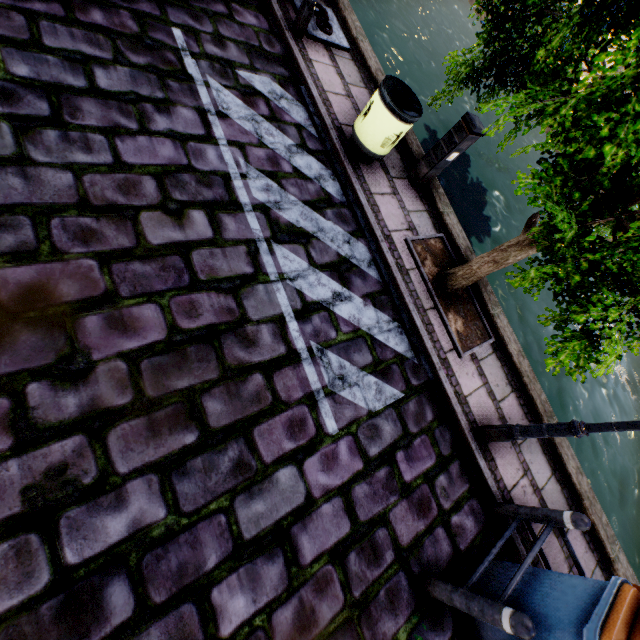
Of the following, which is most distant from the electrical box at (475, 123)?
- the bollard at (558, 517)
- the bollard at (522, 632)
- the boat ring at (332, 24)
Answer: the bollard at (522, 632)

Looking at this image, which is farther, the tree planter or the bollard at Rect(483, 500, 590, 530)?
the tree planter

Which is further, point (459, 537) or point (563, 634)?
point (459, 537)

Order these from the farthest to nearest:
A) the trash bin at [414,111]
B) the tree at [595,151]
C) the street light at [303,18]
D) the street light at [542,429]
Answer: the street light at [303,18], the trash bin at [414,111], the street light at [542,429], the tree at [595,151]

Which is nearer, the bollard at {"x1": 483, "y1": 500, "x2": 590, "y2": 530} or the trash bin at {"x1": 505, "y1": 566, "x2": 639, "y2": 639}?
the trash bin at {"x1": 505, "y1": 566, "x2": 639, "y2": 639}

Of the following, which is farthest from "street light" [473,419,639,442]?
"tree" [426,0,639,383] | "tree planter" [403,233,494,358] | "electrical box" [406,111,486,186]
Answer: "electrical box" [406,111,486,186]

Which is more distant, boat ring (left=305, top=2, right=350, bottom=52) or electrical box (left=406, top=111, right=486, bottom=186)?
boat ring (left=305, top=2, right=350, bottom=52)

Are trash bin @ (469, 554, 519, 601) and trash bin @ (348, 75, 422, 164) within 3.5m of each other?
no
